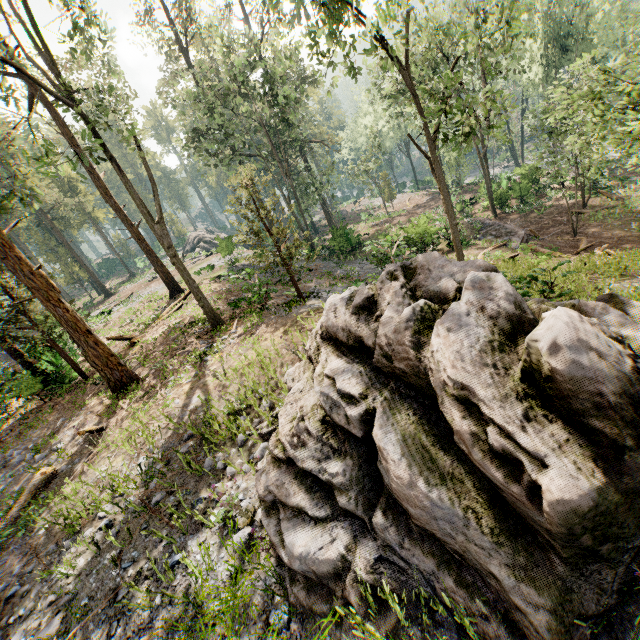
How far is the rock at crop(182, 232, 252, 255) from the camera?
27.8 meters

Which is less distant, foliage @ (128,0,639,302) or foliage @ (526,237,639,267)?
foliage @ (128,0,639,302)

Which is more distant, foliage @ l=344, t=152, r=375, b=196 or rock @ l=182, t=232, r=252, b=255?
foliage @ l=344, t=152, r=375, b=196

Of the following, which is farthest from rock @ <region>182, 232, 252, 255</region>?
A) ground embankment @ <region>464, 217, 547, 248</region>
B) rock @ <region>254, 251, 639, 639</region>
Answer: rock @ <region>254, 251, 639, 639</region>

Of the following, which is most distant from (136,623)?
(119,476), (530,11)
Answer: (530,11)

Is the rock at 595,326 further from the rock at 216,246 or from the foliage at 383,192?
the rock at 216,246

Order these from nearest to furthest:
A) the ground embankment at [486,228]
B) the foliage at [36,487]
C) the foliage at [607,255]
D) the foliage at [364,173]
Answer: the foliage at [36,487] < the foliage at [607,255] < the ground embankment at [486,228] < the foliage at [364,173]

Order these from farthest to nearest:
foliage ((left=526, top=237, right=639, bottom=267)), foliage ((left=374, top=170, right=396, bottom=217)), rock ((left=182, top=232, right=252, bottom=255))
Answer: foliage ((left=374, top=170, right=396, bottom=217))
rock ((left=182, top=232, right=252, bottom=255))
foliage ((left=526, top=237, right=639, bottom=267))
